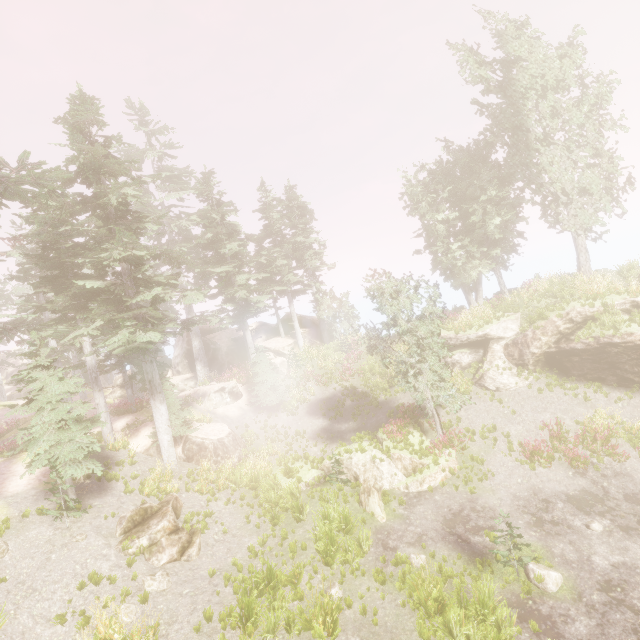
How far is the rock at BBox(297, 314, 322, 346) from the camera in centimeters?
3269cm

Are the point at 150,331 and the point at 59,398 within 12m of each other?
yes

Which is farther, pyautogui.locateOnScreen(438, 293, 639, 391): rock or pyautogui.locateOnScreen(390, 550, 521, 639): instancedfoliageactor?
pyautogui.locateOnScreen(438, 293, 639, 391): rock

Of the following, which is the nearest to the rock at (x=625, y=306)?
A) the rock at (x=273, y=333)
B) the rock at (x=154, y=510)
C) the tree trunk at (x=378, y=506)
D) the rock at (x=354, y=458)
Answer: the rock at (x=354, y=458)

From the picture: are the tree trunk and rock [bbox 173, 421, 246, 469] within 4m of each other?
no

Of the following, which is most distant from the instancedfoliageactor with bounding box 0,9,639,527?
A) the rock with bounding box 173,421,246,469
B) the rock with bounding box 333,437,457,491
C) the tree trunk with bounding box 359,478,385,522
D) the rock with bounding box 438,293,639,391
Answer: the tree trunk with bounding box 359,478,385,522

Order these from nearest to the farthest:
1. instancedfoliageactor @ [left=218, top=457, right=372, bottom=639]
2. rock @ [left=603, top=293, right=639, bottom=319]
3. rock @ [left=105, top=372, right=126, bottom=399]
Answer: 1. instancedfoliageactor @ [left=218, top=457, right=372, bottom=639]
2. rock @ [left=603, top=293, right=639, bottom=319]
3. rock @ [left=105, top=372, right=126, bottom=399]

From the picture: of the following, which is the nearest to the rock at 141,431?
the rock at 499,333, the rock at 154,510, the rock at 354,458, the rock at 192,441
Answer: the rock at 192,441
